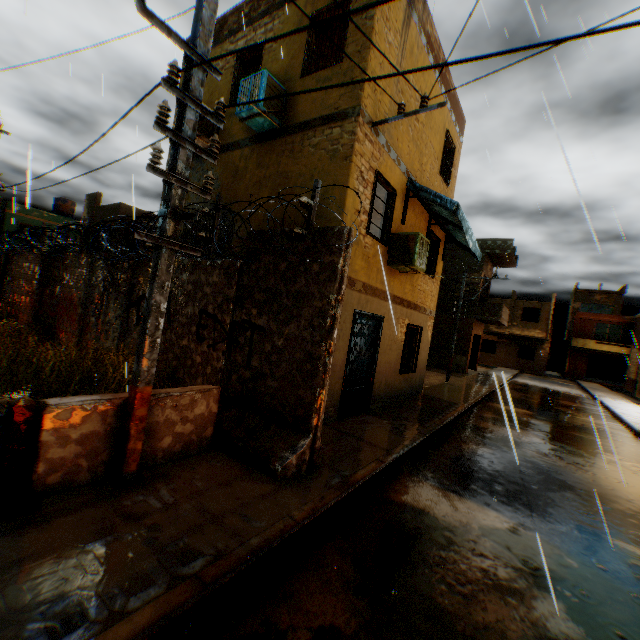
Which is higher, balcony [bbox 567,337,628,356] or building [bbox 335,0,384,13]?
building [bbox 335,0,384,13]

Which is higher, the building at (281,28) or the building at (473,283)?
the building at (281,28)

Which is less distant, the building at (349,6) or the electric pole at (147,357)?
the electric pole at (147,357)

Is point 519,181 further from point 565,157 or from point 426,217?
point 565,157

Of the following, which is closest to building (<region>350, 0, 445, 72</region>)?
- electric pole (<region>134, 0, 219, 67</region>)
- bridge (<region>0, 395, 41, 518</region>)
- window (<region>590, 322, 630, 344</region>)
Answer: bridge (<region>0, 395, 41, 518</region>)

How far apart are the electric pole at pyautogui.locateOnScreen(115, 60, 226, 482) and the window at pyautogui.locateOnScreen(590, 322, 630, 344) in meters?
43.4 m

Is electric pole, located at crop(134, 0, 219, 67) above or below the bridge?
above
